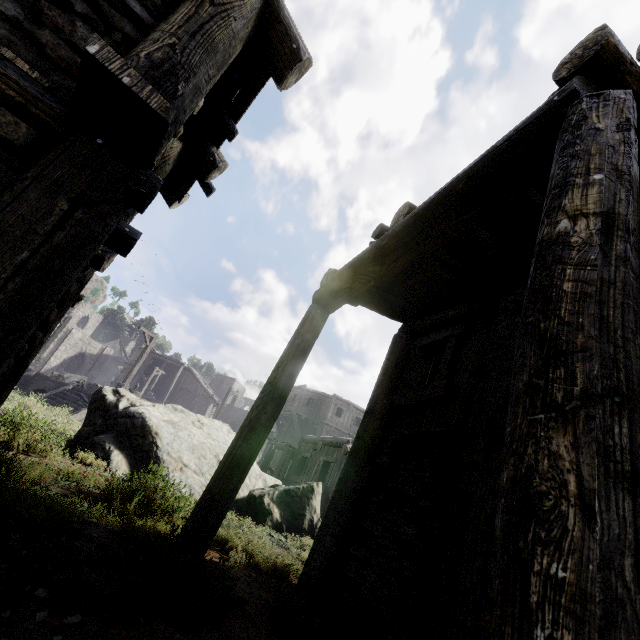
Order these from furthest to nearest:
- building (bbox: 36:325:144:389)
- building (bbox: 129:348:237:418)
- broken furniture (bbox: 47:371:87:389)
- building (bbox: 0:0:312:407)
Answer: building (bbox: 129:348:237:418) < building (bbox: 36:325:144:389) < broken furniture (bbox: 47:371:87:389) < building (bbox: 0:0:312:407)

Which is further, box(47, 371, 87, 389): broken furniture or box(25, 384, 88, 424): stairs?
box(47, 371, 87, 389): broken furniture

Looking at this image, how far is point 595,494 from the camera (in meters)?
0.93

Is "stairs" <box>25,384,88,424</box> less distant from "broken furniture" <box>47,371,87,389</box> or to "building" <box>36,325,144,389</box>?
"broken furniture" <box>47,371,87,389</box>

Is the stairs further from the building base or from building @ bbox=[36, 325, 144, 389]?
building @ bbox=[36, 325, 144, 389]

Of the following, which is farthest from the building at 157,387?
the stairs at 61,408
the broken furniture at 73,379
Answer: the broken furniture at 73,379

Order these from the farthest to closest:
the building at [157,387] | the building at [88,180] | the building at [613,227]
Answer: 1. the building at [157,387]
2. the building at [88,180]
3. the building at [613,227]

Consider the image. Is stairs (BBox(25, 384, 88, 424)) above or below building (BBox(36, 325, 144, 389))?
below
